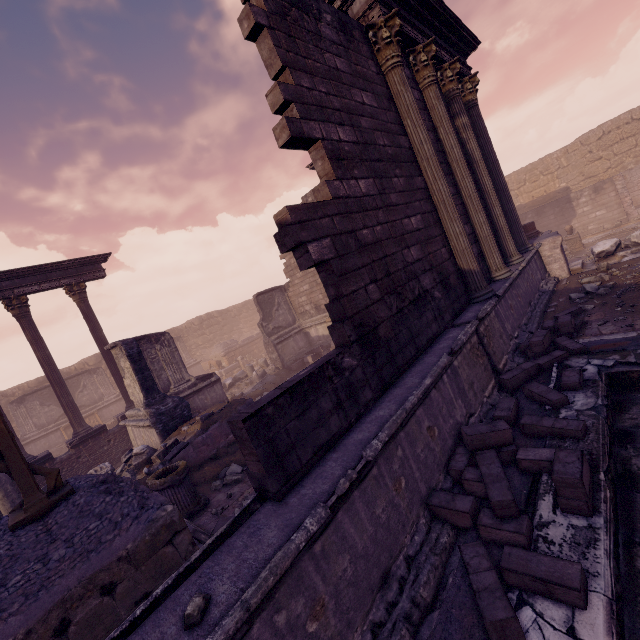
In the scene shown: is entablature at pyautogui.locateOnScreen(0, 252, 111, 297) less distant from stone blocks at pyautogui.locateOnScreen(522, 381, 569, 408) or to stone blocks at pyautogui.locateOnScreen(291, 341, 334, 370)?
stone blocks at pyautogui.locateOnScreen(291, 341, 334, 370)

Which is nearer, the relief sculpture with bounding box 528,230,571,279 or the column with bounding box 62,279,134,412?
the relief sculpture with bounding box 528,230,571,279

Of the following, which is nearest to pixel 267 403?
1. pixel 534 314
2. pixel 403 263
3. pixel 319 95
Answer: pixel 403 263

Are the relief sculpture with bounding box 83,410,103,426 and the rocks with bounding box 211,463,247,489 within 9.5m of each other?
no

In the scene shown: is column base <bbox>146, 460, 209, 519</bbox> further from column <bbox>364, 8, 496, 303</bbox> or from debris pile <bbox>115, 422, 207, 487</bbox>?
column <bbox>364, 8, 496, 303</bbox>

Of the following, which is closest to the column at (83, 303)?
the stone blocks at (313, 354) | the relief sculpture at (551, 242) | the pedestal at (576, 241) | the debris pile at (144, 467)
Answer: the debris pile at (144, 467)

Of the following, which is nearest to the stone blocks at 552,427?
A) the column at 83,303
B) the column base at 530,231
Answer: the column base at 530,231

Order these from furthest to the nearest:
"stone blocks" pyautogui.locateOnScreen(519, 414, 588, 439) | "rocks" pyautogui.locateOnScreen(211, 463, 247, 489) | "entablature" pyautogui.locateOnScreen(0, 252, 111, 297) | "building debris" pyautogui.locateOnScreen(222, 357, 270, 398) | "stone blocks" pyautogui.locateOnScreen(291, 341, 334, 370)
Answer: "building debris" pyautogui.locateOnScreen(222, 357, 270, 398) → "stone blocks" pyautogui.locateOnScreen(291, 341, 334, 370) → "entablature" pyautogui.locateOnScreen(0, 252, 111, 297) → "rocks" pyautogui.locateOnScreen(211, 463, 247, 489) → "stone blocks" pyautogui.locateOnScreen(519, 414, 588, 439)
